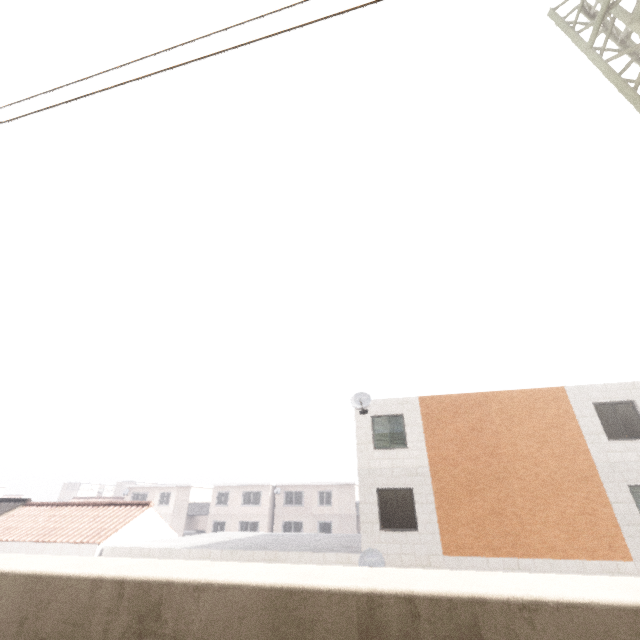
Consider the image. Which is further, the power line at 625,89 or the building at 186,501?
the building at 186,501

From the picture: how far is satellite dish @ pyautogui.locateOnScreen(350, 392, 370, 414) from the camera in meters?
14.5

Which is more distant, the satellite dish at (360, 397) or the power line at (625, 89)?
the satellite dish at (360, 397)

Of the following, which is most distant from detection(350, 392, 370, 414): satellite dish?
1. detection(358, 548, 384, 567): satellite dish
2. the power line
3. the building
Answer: the building

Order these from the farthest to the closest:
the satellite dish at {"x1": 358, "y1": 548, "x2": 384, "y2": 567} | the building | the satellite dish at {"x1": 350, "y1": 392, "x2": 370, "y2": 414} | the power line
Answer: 1. the building
2. the satellite dish at {"x1": 350, "y1": 392, "x2": 370, "y2": 414}
3. the satellite dish at {"x1": 358, "y1": 548, "x2": 384, "y2": 567}
4. the power line

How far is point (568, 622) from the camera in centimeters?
210cm

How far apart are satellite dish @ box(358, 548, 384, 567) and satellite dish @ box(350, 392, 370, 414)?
5.2m

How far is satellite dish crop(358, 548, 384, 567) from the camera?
11.73m
